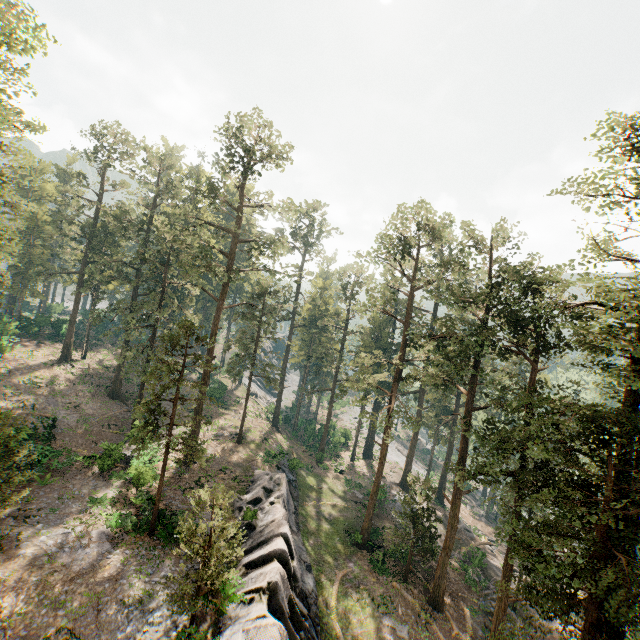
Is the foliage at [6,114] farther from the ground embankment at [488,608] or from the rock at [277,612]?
the rock at [277,612]

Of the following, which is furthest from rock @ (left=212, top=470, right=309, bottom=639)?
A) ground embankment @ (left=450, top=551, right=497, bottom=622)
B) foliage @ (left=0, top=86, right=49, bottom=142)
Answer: ground embankment @ (left=450, top=551, right=497, bottom=622)

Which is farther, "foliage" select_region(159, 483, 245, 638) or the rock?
the rock

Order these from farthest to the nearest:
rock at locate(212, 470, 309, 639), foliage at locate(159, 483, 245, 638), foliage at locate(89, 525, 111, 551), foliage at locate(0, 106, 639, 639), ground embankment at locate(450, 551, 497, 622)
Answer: ground embankment at locate(450, 551, 497, 622) → foliage at locate(89, 525, 111, 551) → rock at locate(212, 470, 309, 639) → foliage at locate(0, 106, 639, 639) → foliage at locate(159, 483, 245, 638)

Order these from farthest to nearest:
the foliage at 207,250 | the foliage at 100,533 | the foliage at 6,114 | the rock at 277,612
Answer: the foliage at 100,533, the foliage at 6,114, the rock at 277,612, the foliage at 207,250

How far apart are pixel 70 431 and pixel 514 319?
39.9 meters
